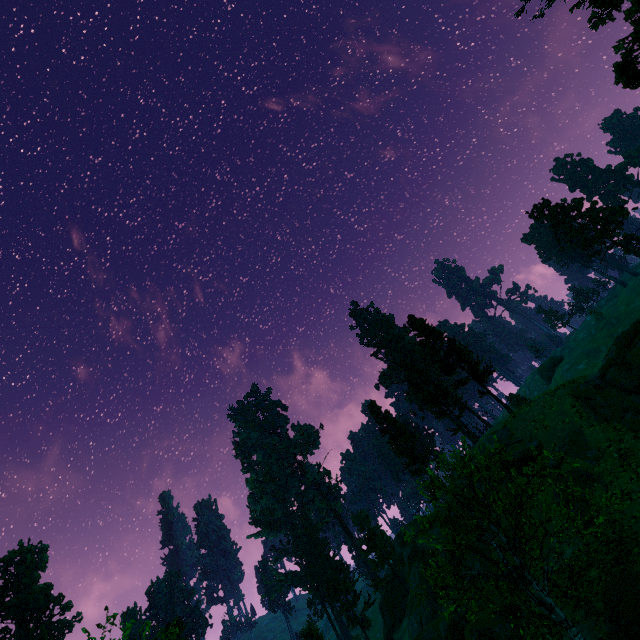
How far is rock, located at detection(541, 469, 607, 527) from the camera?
21.4 meters

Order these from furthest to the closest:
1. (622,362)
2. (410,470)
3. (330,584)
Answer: Answer: (330,584) < (410,470) < (622,362)

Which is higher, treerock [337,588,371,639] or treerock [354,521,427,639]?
treerock [337,588,371,639]

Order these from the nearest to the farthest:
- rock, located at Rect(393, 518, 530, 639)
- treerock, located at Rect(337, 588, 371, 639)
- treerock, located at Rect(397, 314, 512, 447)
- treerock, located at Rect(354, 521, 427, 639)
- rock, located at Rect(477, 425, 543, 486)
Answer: rock, located at Rect(393, 518, 530, 639) → rock, located at Rect(477, 425, 543, 486) → treerock, located at Rect(397, 314, 512, 447) → treerock, located at Rect(354, 521, 427, 639) → treerock, located at Rect(337, 588, 371, 639)

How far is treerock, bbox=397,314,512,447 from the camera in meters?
36.6

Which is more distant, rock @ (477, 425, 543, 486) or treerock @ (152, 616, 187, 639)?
Answer: rock @ (477, 425, 543, 486)

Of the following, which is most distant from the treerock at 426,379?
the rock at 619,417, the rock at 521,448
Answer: the rock at 619,417

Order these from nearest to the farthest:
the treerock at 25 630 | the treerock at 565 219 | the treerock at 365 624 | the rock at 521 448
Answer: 1. the rock at 521 448
2. the treerock at 565 219
3. the treerock at 25 630
4. the treerock at 365 624
